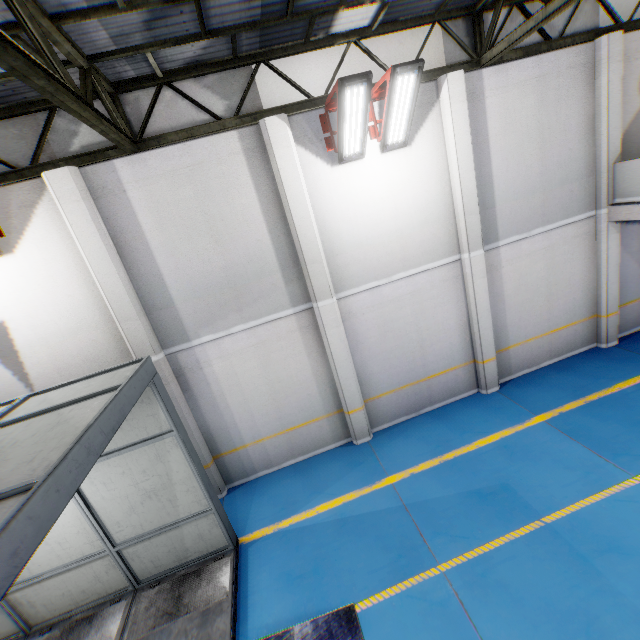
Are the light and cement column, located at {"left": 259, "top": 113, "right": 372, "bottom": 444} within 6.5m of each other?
yes

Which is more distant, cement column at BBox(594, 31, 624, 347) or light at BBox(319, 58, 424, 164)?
cement column at BBox(594, 31, 624, 347)

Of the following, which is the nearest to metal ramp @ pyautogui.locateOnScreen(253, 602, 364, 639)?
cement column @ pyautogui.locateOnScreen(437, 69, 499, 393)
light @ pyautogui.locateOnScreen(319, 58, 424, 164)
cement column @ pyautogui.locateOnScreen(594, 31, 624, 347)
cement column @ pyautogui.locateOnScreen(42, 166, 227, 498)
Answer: cement column @ pyautogui.locateOnScreen(42, 166, 227, 498)

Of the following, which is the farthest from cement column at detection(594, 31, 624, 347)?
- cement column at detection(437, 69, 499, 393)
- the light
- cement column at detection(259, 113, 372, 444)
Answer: cement column at detection(259, 113, 372, 444)

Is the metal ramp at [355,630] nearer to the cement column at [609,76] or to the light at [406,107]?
the light at [406,107]

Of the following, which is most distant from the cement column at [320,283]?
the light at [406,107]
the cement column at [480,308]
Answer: the cement column at [480,308]

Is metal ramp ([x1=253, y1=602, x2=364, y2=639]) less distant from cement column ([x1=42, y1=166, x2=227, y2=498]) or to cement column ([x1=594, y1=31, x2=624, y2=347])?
cement column ([x1=42, y1=166, x2=227, y2=498])

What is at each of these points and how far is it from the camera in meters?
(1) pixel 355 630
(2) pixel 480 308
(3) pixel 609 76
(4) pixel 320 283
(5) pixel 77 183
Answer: (1) metal ramp, 4.9 m
(2) cement column, 8.4 m
(3) cement column, 7.5 m
(4) cement column, 7.3 m
(5) cement column, 5.9 m
